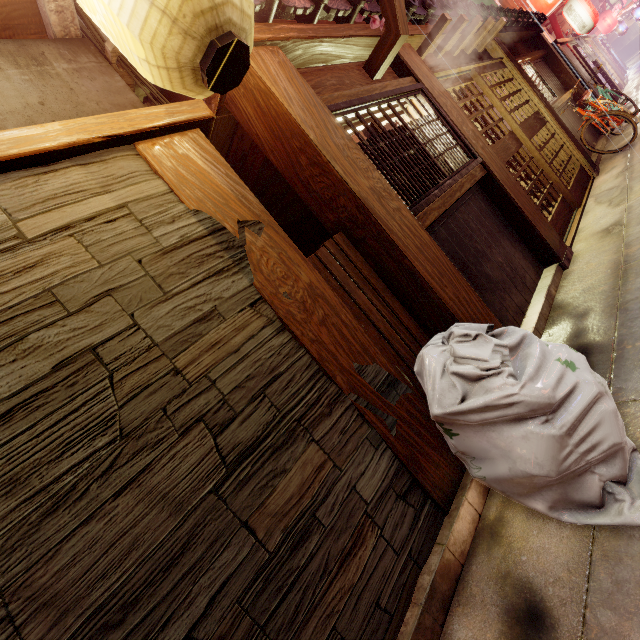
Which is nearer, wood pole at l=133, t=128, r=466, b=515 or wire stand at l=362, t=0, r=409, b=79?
wood pole at l=133, t=128, r=466, b=515

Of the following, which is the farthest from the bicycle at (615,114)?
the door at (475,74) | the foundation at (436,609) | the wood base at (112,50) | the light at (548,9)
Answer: the wood base at (112,50)

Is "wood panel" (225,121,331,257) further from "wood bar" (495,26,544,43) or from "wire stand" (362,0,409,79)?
"wire stand" (362,0,409,79)

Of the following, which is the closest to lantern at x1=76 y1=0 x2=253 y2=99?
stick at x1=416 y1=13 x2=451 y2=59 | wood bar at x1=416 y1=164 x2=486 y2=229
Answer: wood bar at x1=416 y1=164 x2=486 y2=229

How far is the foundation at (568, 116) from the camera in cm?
1280

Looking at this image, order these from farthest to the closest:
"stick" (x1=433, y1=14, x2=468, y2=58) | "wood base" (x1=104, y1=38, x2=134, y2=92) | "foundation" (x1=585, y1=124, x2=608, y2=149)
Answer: "foundation" (x1=585, y1=124, x2=608, y2=149) < "stick" (x1=433, y1=14, x2=468, y2=58) < "wood base" (x1=104, y1=38, x2=134, y2=92)

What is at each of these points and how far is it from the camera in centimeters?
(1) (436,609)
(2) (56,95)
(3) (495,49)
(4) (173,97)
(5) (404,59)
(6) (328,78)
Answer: (1) foundation, 280cm
(2) house, 341cm
(3) wood pole, 1084cm
(4) house, 511cm
(5) wood pole, 654cm
(6) wood panel, 540cm

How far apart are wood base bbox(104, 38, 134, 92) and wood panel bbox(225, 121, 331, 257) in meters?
1.0 m
